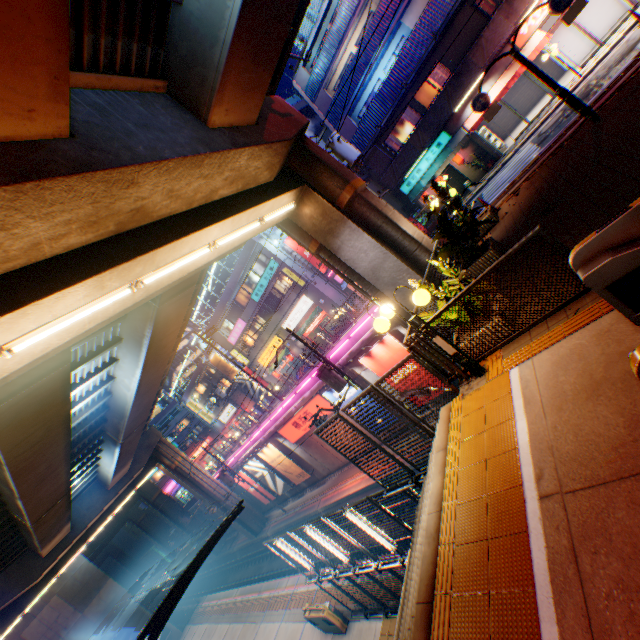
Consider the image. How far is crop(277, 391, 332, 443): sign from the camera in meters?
21.8

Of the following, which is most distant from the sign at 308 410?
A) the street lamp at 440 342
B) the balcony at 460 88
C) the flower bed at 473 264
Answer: the street lamp at 440 342

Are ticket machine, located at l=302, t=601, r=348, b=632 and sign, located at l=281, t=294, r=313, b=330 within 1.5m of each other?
no

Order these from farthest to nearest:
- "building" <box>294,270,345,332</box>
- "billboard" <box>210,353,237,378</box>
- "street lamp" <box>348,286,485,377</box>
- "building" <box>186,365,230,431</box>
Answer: "building" <box>186,365,230,431</box>, "billboard" <box>210,353,237,378</box>, "building" <box>294,270,345,332</box>, "street lamp" <box>348,286,485,377</box>

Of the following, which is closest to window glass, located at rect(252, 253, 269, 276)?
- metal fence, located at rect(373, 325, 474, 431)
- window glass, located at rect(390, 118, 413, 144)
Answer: metal fence, located at rect(373, 325, 474, 431)

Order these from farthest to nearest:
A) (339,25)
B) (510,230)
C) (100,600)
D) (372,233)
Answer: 1. (100,600)
2. (339,25)
3. (372,233)
4. (510,230)

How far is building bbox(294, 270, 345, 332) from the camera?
30.8m

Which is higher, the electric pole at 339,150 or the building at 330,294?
the electric pole at 339,150
